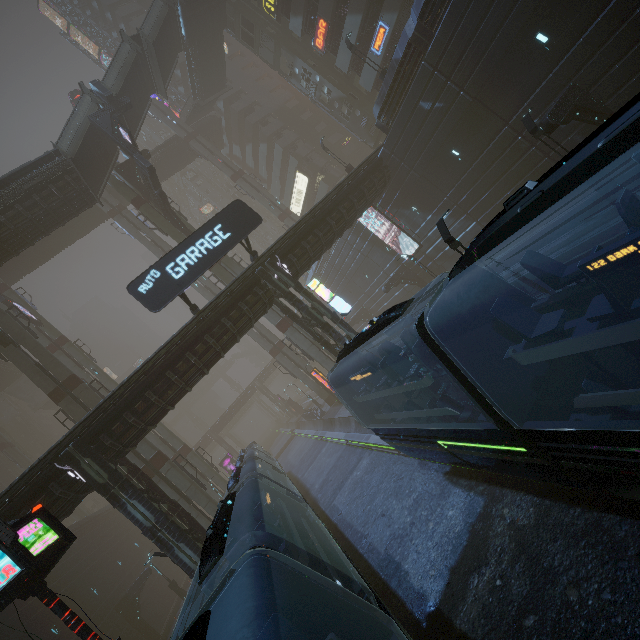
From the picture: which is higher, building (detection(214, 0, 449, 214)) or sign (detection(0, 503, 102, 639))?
building (detection(214, 0, 449, 214))

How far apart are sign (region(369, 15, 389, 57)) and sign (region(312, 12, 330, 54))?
4.4 meters

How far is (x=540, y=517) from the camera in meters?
8.1

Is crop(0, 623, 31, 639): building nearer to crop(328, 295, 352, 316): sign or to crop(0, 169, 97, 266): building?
crop(328, 295, 352, 316): sign

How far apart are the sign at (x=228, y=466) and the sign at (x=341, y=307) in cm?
3977

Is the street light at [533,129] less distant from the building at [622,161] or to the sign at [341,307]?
the building at [622,161]

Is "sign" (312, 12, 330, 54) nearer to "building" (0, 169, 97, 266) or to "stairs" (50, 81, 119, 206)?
"stairs" (50, 81, 119, 206)

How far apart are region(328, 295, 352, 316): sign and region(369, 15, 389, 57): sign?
22.7 meters
